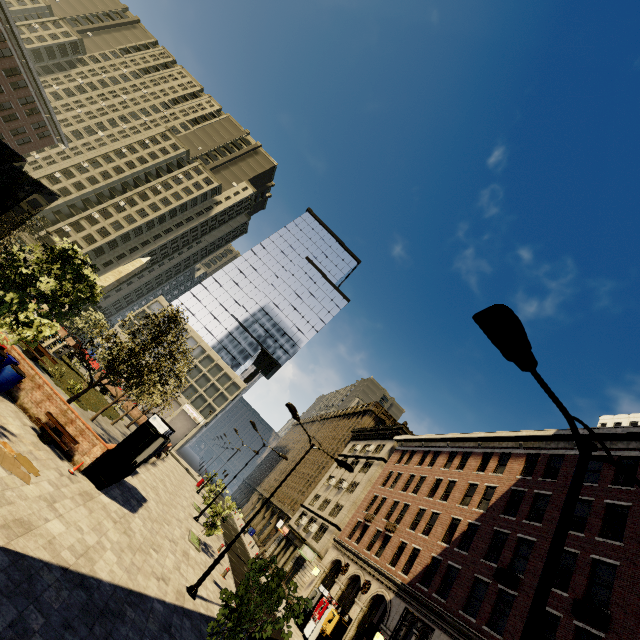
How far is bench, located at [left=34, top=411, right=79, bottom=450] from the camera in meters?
12.2

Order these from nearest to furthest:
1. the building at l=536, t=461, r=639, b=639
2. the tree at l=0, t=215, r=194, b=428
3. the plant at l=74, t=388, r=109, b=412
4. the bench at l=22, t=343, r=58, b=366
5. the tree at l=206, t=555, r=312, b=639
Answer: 1. the tree at l=206, t=555, r=312, b=639
2. the tree at l=0, t=215, r=194, b=428
3. the building at l=536, t=461, r=639, b=639
4. the bench at l=22, t=343, r=58, b=366
5. the plant at l=74, t=388, r=109, b=412

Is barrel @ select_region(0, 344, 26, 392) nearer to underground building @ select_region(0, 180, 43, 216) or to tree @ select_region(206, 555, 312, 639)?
tree @ select_region(206, 555, 312, 639)

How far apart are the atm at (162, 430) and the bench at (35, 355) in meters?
11.1 m

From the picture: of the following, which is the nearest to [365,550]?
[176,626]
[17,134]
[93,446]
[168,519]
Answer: [168,519]

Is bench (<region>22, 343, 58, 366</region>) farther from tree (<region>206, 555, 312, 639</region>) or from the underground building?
the underground building

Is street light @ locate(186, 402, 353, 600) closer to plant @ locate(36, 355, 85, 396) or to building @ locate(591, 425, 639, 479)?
building @ locate(591, 425, 639, 479)

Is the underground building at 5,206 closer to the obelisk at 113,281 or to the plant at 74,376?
the plant at 74,376
